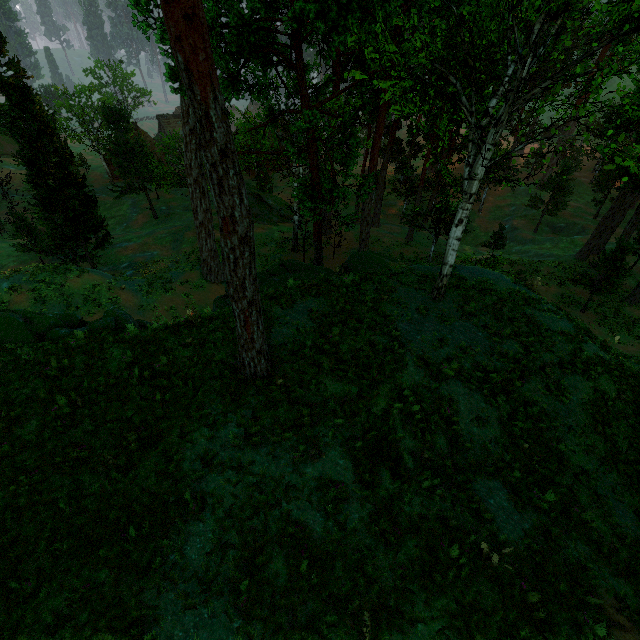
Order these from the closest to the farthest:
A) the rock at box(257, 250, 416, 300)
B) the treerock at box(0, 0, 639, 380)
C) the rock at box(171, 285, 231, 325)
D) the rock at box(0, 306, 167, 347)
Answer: the treerock at box(0, 0, 639, 380) → the rock at box(0, 306, 167, 347) → the rock at box(171, 285, 231, 325) → the rock at box(257, 250, 416, 300)

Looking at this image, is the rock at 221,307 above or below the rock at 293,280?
below

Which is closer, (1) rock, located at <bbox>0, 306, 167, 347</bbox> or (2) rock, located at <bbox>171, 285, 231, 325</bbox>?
(1) rock, located at <bbox>0, 306, 167, 347</bbox>

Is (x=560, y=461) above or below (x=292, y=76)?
below

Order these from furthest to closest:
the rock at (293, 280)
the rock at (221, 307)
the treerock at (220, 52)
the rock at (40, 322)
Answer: the rock at (293, 280) → the rock at (221, 307) → the rock at (40, 322) → the treerock at (220, 52)

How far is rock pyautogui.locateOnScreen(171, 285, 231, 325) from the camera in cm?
1190

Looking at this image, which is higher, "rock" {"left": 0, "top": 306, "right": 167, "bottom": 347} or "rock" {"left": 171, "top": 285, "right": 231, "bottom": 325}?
"rock" {"left": 0, "top": 306, "right": 167, "bottom": 347}
